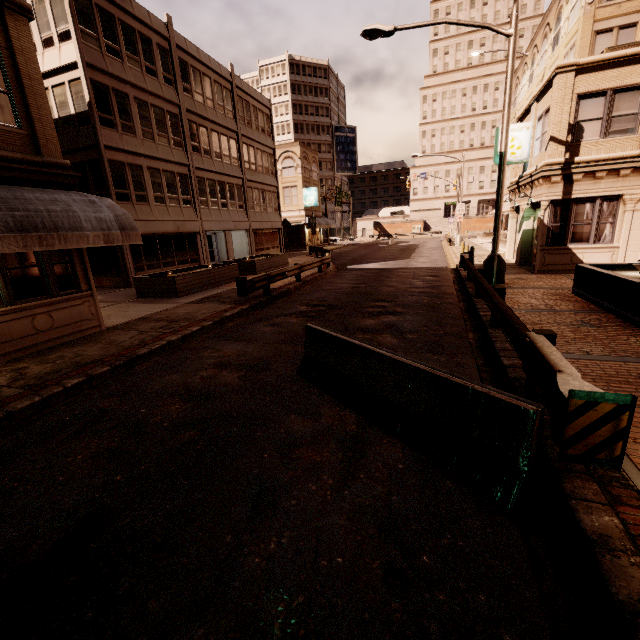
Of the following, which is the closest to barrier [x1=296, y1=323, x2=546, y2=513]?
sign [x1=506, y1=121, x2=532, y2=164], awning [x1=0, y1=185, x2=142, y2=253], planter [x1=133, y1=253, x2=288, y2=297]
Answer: awning [x1=0, y1=185, x2=142, y2=253]

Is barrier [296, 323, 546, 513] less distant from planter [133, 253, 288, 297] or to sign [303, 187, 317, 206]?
planter [133, 253, 288, 297]

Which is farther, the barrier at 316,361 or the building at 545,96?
the building at 545,96

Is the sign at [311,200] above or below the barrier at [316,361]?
above

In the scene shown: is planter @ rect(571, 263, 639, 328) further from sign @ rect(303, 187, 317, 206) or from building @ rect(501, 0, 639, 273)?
sign @ rect(303, 187, 317, 206)

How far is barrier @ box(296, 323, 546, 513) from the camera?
3.1 meters

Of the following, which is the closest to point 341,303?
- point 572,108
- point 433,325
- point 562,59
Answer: point 433,325

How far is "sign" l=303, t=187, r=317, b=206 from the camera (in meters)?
41.44
